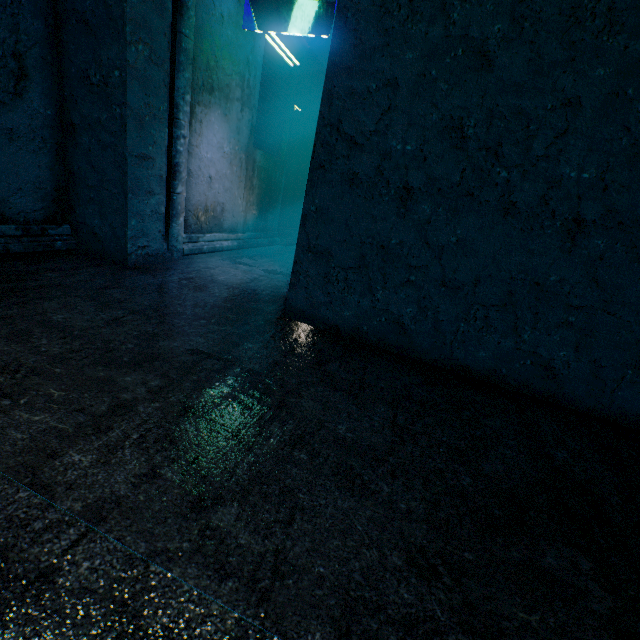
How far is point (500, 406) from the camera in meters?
1.8 m
